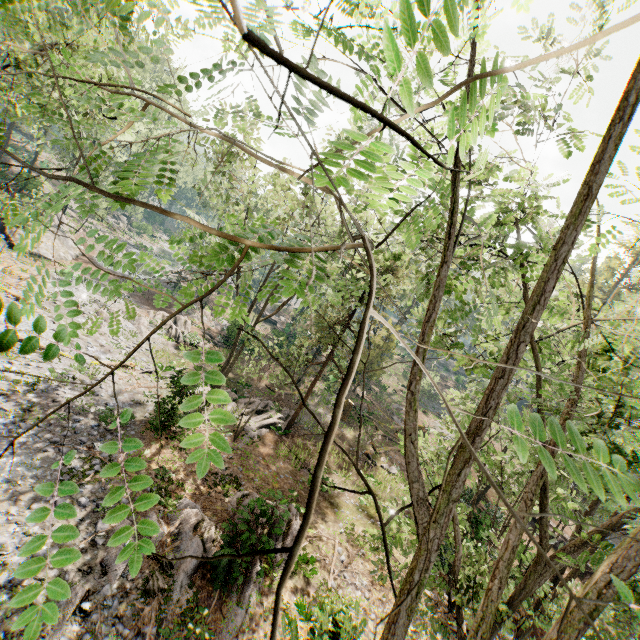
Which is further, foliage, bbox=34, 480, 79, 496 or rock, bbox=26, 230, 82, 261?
rock, bbox=26, 230, 82, 261

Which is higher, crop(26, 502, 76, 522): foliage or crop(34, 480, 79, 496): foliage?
crop(34, 480, 79, 496): foliage

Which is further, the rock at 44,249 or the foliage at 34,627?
the rock at 44,249

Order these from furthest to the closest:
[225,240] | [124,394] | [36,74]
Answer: [124,394], [36,74], [225,240]

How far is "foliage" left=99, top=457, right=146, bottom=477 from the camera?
1.18m

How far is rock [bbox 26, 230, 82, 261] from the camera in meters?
29.6 m
